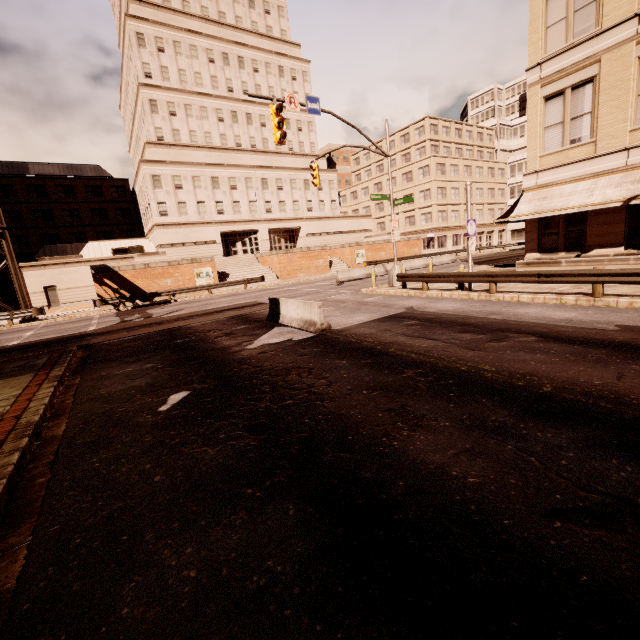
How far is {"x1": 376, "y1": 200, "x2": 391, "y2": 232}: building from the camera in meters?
57.8

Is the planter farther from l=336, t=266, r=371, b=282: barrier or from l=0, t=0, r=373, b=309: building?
l=0, t=0, r=373, b=309: building

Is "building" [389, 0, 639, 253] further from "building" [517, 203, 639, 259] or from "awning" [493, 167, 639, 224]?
"awning" [493, 167, 639, 224]

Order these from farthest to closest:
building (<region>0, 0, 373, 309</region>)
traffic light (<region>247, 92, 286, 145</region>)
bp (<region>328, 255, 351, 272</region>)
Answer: bp (<region>328, 255, 351, 272</region>) → building (<region>0, 0, 373, 309</region>) → traffic light (<region>247, 92, 286, 145</region>)

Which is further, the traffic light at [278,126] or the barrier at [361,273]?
the barrier at [361,273]

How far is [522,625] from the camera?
2.1m

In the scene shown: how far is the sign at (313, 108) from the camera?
15.18m

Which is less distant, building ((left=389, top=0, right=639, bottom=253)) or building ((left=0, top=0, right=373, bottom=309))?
building ((left=389, top=0, right=639, bottom=253))
